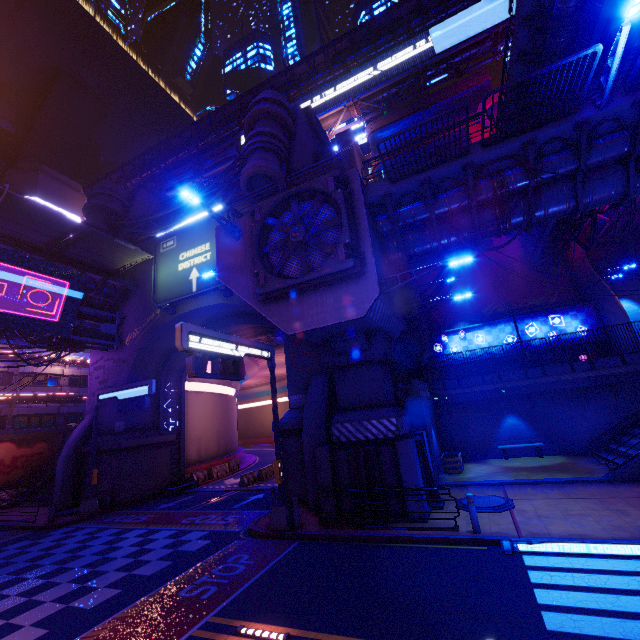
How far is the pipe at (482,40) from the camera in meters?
33.8 m

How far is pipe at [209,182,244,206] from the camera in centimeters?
2295cm

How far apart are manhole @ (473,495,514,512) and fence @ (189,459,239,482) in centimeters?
2085cm

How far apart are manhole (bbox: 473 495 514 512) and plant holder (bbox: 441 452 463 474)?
4.0 meters

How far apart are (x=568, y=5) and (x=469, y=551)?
19.38m

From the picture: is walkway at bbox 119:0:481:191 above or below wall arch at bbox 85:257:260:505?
above

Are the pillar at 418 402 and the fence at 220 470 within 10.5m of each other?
no

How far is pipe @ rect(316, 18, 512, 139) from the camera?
33.78m
